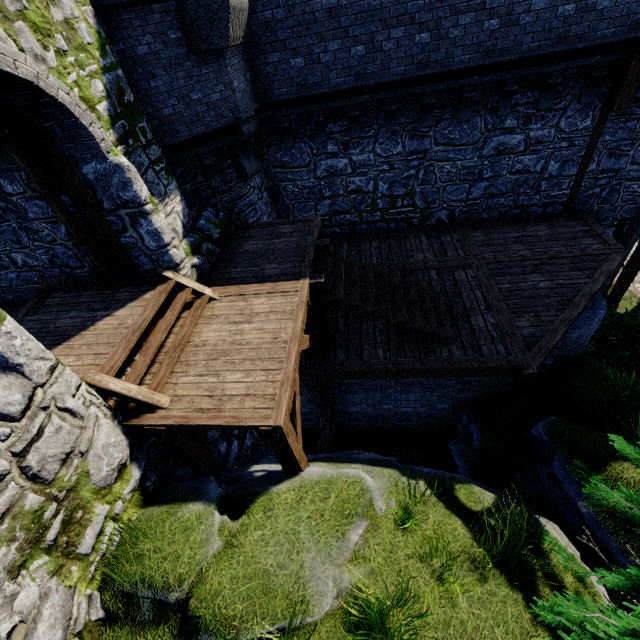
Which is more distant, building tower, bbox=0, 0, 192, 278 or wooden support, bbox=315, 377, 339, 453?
wooden support, bbox=315, 377, 339, 453

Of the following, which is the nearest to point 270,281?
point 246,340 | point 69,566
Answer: point 246,340

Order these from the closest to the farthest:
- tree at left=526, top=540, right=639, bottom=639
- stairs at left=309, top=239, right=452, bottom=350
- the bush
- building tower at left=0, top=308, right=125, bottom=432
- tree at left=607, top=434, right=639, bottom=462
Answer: tree at left=526, top=540, right=639, bottom=639 → building tower at left=0, top=308, right=125, bottom=432 → tree at left=607, top=434, right=639, bottom=462 → stairs at left=309, top=239, right=452, bottom=350 → the bush

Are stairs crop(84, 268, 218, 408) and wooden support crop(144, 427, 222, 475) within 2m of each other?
yes

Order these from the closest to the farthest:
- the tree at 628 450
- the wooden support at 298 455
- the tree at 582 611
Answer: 1. the tree at 582 611
2. the tree at 628 450
3. the wooden support at 298 455

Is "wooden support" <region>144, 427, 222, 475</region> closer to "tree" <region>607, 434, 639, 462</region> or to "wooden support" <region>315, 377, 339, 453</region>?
"wooden support" <region>315, 377, 339, 453</region>

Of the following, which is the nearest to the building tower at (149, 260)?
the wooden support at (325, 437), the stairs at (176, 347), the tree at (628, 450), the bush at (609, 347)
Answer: the stairs at (176, 347)

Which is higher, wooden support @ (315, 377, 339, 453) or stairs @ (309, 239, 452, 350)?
stairs @ (309, 239, 452, 350)
